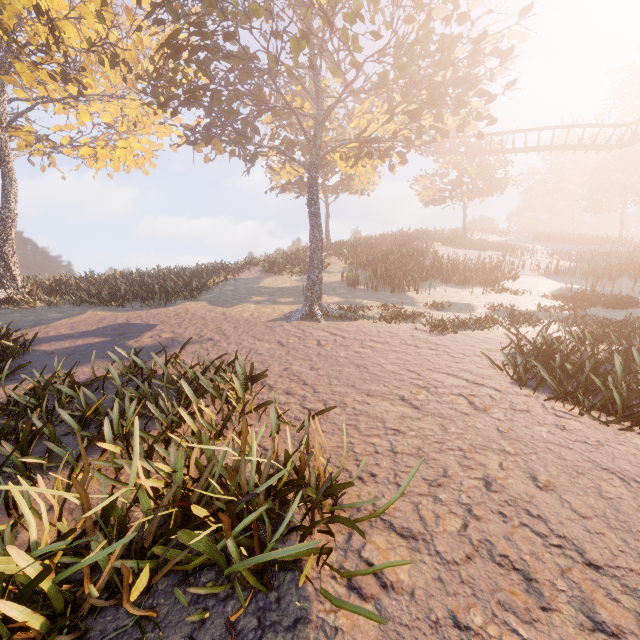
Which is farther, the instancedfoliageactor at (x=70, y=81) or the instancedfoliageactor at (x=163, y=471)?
the instancedfoliageactor at (x=70, y=81)

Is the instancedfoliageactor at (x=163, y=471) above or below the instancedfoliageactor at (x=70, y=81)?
below

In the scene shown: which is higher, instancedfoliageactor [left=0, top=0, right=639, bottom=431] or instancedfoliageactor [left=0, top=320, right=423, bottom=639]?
instancedfoliageactor [left=0, top=0, right=639, bottom=431]

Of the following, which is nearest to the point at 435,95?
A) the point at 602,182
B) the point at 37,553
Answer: the point at 37,553

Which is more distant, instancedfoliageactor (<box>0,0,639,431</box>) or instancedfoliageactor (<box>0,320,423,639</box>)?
instancedfoliageactor (<box>0,0,639,431</box>)
